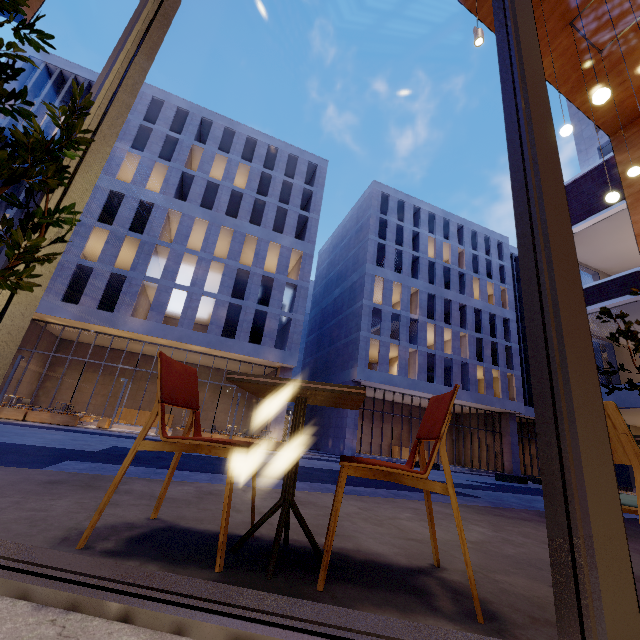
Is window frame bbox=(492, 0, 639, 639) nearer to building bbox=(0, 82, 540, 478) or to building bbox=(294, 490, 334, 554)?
building bbox=(294, 490, 334, 554)

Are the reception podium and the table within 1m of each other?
no

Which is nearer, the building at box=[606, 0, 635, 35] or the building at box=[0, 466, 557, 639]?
the building at box=[0, 466, 557, 639]

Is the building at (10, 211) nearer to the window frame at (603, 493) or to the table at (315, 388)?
the window frame at (603, 493)

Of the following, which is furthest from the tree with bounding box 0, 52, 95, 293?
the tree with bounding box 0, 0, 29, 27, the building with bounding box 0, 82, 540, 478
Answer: the building with bounding box 0, 82, 540, 478

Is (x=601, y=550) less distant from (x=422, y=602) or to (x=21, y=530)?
(x=422, y=602)

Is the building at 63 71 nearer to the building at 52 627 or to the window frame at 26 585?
the building at 52 627

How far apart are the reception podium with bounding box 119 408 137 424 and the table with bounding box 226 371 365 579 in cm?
2682
